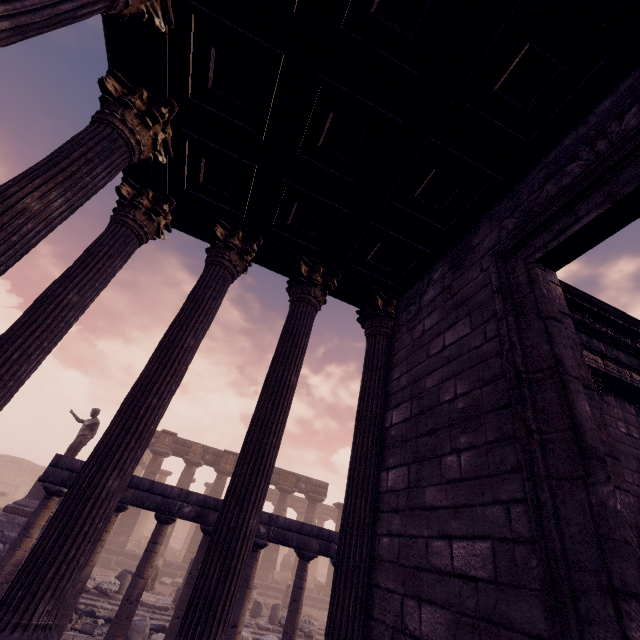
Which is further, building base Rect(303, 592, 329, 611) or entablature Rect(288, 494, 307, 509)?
entablature Rect(288, 494, 307, 509)

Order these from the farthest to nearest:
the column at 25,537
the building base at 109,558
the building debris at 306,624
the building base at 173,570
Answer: the building base at 173,570 < the building base at 109,558 < the building debris at 306,624 < the column at 25,537

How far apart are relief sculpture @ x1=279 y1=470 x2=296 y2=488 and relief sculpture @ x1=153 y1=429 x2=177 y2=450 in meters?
7.7

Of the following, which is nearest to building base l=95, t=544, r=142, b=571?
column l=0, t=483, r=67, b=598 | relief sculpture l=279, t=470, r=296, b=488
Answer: relief sculpture l=279, t=470, r=296, b=488

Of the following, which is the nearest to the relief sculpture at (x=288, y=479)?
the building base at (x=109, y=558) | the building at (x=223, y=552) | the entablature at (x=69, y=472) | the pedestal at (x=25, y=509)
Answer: the building base at (x=109, y=558)

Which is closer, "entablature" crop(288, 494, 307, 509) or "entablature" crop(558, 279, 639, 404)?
"entablature" crop(558, 279, 639, 404)

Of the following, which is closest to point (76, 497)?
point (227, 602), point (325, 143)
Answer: point (227, 602)

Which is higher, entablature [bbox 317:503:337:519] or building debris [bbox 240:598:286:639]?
entablature [bbox 317:503:337:519]
